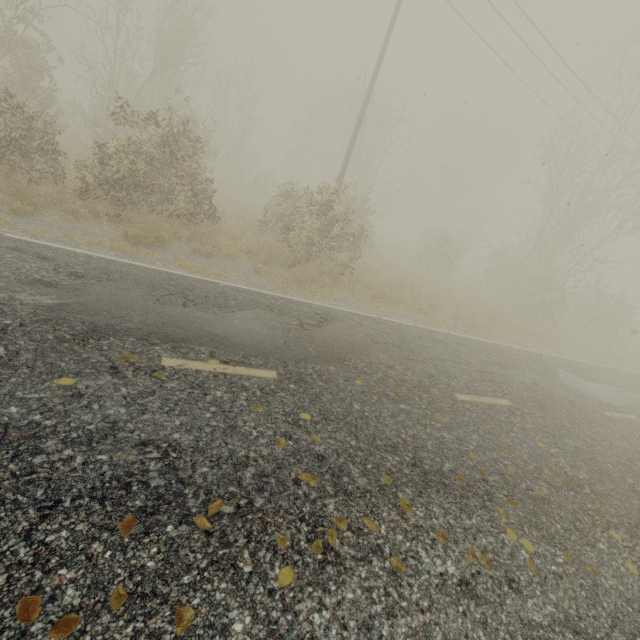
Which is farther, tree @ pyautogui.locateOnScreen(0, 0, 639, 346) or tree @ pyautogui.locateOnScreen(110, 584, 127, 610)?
tree @ pyautogui.locateOnScreen(0, 0, 639, 346)

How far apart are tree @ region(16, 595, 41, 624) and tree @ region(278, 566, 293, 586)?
1.4m

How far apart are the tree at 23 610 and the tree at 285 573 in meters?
1.4

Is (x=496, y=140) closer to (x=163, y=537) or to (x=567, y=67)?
(x=567, y=67)

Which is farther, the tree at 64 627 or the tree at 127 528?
the tree at 127 528

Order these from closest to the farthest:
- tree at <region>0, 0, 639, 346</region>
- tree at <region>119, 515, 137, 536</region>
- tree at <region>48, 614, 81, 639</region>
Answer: tree at <region>48, 614, 81, 639</region> < tree at <region>119, 515, 137, 536</region> < tree at <region>0, 0, 639, 346</region>

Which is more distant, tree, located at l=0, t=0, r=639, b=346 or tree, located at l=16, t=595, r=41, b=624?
tree, located at l=0, t=0, r=639, b=346

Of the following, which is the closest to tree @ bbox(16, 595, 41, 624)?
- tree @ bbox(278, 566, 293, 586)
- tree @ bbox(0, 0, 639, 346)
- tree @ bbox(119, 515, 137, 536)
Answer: tree @ bbox(278, 566, 293, 586)
